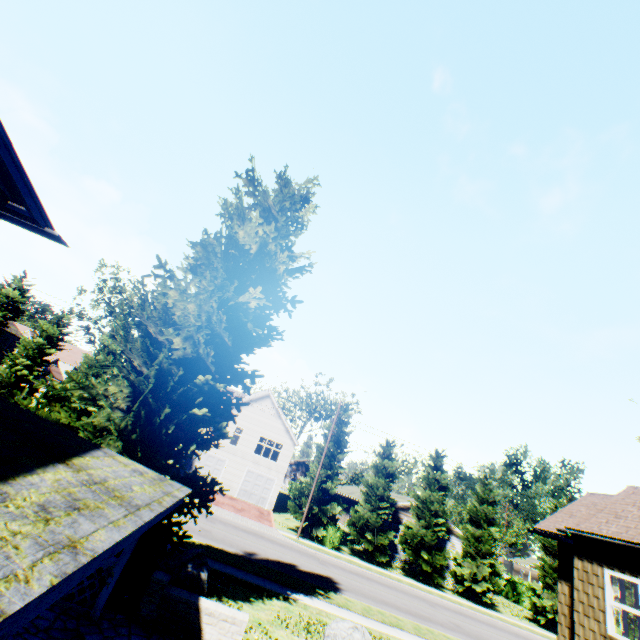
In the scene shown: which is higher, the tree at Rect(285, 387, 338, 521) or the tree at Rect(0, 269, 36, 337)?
the tree at Rect(0, 269, 36, 337)

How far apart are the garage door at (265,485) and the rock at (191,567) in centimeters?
2314cm

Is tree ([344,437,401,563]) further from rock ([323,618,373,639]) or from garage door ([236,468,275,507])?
rock ([323,618,373,639])

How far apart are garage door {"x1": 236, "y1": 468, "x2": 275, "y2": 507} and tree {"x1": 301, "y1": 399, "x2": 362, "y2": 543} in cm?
682

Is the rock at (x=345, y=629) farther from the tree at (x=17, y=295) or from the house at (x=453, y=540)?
the house at (x=453, y=540)

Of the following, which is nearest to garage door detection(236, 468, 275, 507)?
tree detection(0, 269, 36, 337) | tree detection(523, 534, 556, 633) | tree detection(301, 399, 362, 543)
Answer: tree detection(0, 269, 36, 337)

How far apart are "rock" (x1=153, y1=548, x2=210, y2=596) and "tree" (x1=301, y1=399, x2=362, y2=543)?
19.4m

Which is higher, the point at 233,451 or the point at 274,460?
the point at 274,460
